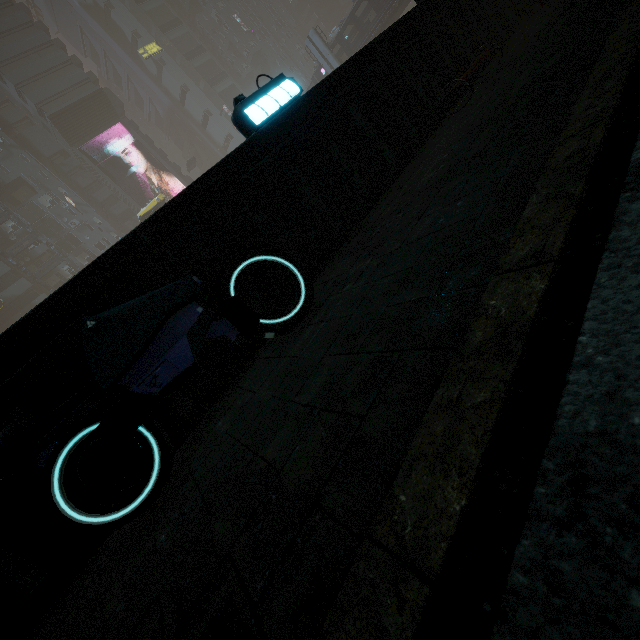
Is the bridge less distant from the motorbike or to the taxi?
the taxi

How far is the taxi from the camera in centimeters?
3803cm

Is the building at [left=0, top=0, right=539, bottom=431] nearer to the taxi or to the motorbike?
the motorbike

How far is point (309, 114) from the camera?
5.05m

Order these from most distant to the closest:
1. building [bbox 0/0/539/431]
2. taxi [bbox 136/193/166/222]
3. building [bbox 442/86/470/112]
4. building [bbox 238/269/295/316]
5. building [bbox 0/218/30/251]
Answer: building [bbox 0/218/30/251]
taxi [bbox 136/193/166/222]
building [bbox 442/86/470/112]
building [bbox 238/269/295/316]
building [bbox 0/0/539/431]

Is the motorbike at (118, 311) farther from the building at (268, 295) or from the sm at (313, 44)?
the sm at (313, 44)

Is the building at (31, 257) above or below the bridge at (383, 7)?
above

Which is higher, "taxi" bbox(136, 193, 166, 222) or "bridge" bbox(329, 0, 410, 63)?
"taxi" bbox(136, 193, 166, 222)
